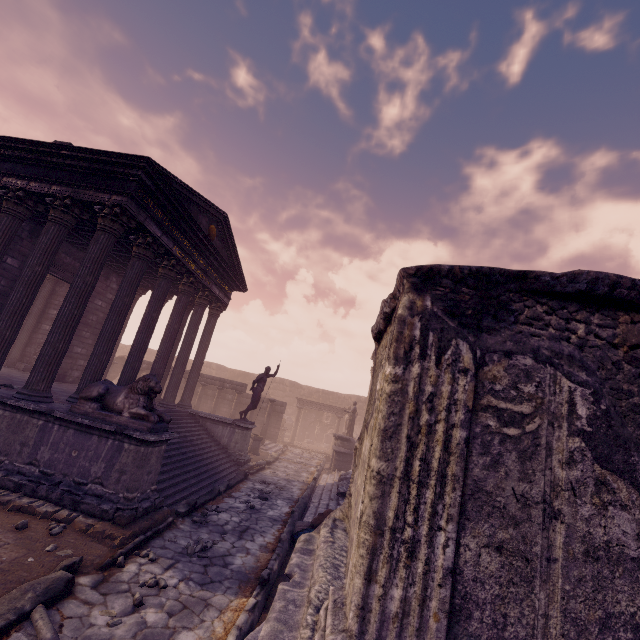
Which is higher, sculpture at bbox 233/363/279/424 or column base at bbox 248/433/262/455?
sculpture at bbox 233/363/279/424

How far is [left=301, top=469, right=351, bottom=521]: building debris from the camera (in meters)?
9.45

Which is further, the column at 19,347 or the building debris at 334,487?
the column at 19,347

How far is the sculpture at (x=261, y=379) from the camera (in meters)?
13.44

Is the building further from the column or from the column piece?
the column piece

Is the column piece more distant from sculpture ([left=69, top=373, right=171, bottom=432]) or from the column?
the column

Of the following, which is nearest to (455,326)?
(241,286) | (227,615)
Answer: (227,615)

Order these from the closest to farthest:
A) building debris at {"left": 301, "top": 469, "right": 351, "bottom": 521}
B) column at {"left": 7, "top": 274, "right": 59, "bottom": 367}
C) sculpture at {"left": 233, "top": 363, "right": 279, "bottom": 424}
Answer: building debris at {"left": 301, "top": 469, "right": 351, "bottom": 521} < sculpture at {"left": 233, "top": 363, "right": 279, "bottom": 424} < column at {"left": 7, "top": 274, "right": 59, "bottom": 367}
